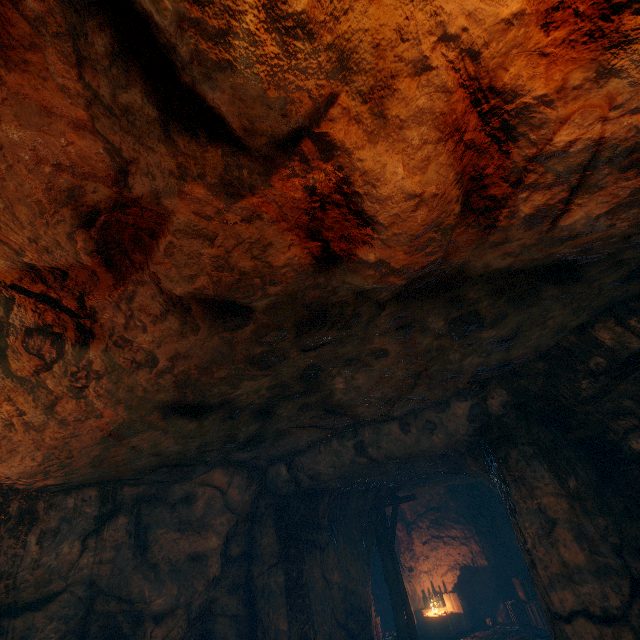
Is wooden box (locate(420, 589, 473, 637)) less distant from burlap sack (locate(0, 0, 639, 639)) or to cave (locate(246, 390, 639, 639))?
cave (locate(246, 390, 639, 639))

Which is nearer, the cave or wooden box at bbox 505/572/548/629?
the cave

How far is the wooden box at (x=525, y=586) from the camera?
10.2 meters

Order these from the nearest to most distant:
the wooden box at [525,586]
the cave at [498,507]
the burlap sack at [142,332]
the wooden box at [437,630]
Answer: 1. the burlap sack at [142,332]
2. the cave at [498,507]
3. the wooden box at [525,586]
4. the wooden box at [437,630]

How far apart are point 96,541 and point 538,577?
7.9 meters

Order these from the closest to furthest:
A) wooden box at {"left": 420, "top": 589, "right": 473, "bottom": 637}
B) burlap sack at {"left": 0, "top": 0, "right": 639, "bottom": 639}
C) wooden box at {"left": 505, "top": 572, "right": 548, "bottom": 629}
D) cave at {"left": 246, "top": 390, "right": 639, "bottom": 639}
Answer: burlap sack at {"left": 0, "top": 0, "right": 639, "bottom": 639}
cave at {"left": 246, "top": 390, "right": 639, "bottom": 639}
wooden box at {"left": 505, "top": 572, "right": 548, "bottom": 629}
wooden box at {"left": 420, "top": 589, "right": 473, "bottom": 637}

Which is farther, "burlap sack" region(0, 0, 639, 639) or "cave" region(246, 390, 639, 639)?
"cave" region(246, 390, 639, 639)

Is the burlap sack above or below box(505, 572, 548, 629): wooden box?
above
